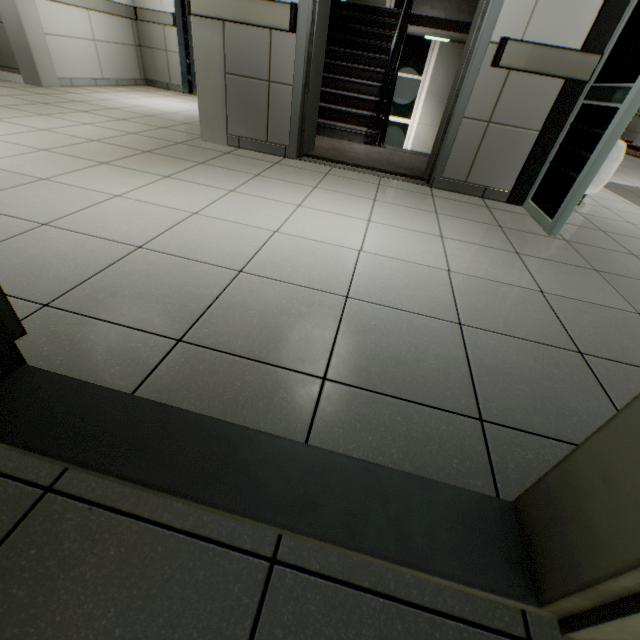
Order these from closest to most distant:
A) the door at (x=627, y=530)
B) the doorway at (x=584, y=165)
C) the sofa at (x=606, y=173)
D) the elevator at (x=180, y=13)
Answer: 1. the door at (x=627, y=530)
2. the doorway at (x=584, y=165)
3. the sofa at (x=606, y=173)
4. the elevator at (x=180, y=13)

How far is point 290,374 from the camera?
1.03m

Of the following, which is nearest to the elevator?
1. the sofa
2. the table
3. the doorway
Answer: the sofa

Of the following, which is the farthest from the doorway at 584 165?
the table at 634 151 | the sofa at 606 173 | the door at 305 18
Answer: the table at 634 151

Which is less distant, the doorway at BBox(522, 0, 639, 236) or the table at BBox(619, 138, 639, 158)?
the doorway at BBox(522, 0, 639, 236)

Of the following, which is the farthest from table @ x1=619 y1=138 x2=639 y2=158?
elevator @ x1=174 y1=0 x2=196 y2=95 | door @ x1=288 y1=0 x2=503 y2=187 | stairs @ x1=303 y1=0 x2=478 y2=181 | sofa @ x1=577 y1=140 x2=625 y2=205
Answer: elevator @ x1=174 y1=0 x2=196 y2=95

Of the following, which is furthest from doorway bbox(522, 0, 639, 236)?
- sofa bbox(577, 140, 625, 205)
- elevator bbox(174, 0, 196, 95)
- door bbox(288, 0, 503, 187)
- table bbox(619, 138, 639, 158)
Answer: elevator bbox(174, 0, 196, 95)

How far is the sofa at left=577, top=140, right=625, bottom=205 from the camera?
3.0m
